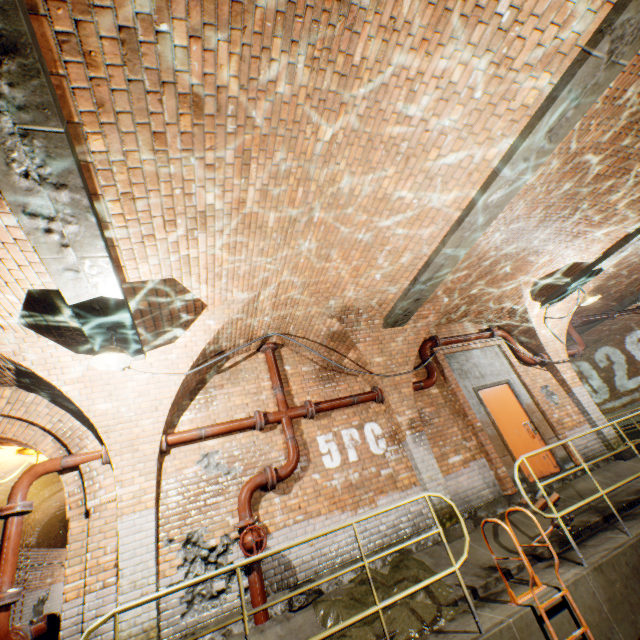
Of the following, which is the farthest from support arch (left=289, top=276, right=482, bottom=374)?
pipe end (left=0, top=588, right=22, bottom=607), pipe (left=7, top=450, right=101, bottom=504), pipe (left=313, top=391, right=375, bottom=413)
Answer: pipe end (left=0, top=588, right=22, bottom=607)

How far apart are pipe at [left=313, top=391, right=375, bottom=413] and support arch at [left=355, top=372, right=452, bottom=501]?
0.1m

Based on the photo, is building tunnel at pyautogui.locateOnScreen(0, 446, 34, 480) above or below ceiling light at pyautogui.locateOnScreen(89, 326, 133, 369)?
above

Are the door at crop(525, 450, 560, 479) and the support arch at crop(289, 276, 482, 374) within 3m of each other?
yes

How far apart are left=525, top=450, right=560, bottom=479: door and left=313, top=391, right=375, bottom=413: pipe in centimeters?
272cm

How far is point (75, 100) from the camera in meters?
2.3 m

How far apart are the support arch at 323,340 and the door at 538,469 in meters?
1.8 m

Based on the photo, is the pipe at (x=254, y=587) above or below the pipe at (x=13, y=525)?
below
